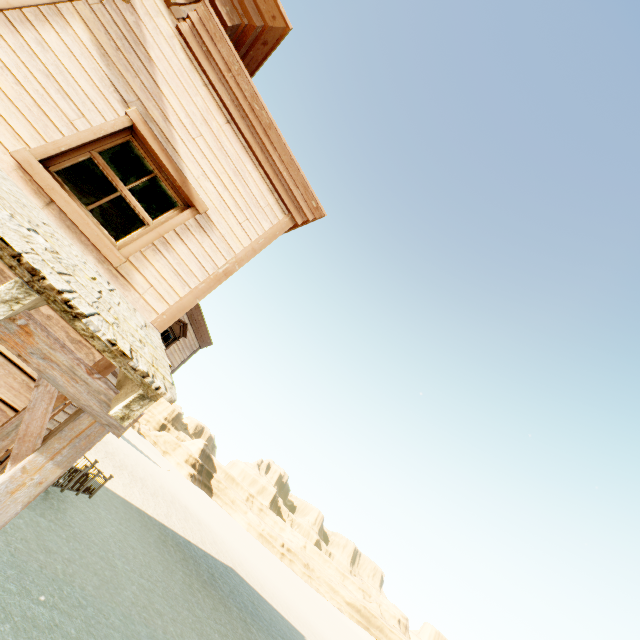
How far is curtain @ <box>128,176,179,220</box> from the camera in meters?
3.9

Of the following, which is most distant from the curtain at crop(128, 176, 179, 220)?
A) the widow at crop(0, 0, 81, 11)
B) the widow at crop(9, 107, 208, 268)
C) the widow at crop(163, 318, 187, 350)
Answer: the widow at crop(163, 318, 187, 350)

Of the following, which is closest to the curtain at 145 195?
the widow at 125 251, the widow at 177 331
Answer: the widow at 125 251

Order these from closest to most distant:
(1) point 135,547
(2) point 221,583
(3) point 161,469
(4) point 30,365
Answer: (4) point 30,365 < (1) point 135,547 < (2) point 221,583 < (3) point 161,469

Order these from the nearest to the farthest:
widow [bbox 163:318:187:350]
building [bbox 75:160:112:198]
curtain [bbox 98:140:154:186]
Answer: curtain [bbox 98:140:154:186], building [bbox 75:160:112:198], widow [bbox 163:318:187:350]

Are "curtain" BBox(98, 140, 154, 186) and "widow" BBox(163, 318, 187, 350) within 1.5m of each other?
no

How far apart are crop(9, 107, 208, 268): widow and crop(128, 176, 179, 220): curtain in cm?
2

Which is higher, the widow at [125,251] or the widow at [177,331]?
the widow at [177,331]
